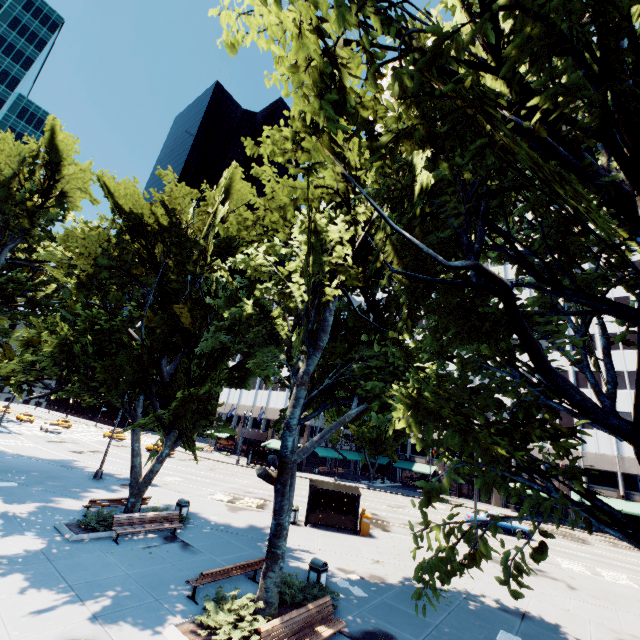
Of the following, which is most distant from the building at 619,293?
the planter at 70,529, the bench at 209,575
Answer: the bench at 209,575

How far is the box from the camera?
19.7 meters

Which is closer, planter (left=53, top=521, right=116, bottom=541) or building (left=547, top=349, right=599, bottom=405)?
planter (left=53, top=521, right=116, bottom=541)

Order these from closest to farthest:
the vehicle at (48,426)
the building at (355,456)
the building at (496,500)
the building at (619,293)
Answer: the building at (496,500), the building at (619,293), the vehicle at (48,426), the building at (355,456)

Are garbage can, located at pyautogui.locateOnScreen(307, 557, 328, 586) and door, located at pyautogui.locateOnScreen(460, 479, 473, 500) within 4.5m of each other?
no

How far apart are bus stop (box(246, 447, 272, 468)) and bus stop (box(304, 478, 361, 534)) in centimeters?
2548cm

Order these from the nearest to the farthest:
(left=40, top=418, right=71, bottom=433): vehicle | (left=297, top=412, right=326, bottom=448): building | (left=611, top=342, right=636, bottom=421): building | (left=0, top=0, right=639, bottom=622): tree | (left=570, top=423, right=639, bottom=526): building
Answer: (left=0, top=0, right=639, bottom=622): tree < (left=570, top=423, right=639, bottom=526): building < (left=611, top=342, right=636, bottom=421): building < (left=40, top=418, right=71, bottom=433): vehicle < (left=297, top=412, right=326, bottom=448): building

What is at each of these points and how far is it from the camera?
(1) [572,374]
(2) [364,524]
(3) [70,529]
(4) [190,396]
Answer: (1) building, 46.4m
(2) box, 19.8m
(3) planter, 13.1m
(4) tree, 13.5m
